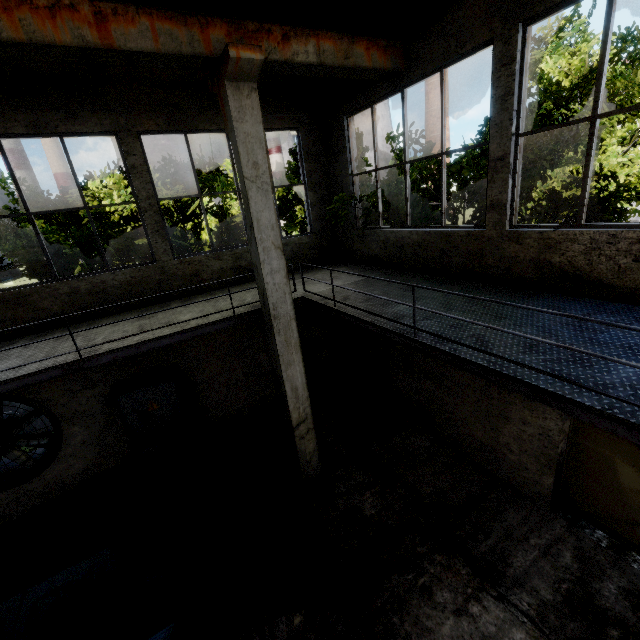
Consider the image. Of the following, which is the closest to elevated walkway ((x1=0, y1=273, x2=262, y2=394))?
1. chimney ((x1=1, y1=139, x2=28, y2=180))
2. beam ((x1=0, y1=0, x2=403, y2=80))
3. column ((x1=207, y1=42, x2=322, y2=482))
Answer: column ((x1=207, y1=42, x2=322, y2=482))

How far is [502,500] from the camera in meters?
6.1 m

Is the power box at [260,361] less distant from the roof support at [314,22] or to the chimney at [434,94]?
the roof support at [314,22]

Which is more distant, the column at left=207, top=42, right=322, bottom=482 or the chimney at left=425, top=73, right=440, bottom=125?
the chimney at left=425, top=73, right=440, bottom=125

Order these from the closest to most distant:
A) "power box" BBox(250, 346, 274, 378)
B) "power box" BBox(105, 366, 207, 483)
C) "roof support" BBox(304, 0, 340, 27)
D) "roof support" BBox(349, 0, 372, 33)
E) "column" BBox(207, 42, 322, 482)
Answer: "column" BBox(207, 42, 322, 482) < "roof support" BBox(349, 0, 372, 33) < "roof support" BBox(304, 0, 340, 27) < "power box" BBox(105, 366, 207, 483) < "power box" BBox(250, 346, 274, 378)

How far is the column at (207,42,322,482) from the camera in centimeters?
452cm

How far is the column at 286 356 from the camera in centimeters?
452cm

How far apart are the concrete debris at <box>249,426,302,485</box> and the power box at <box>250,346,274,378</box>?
1.4 meters
